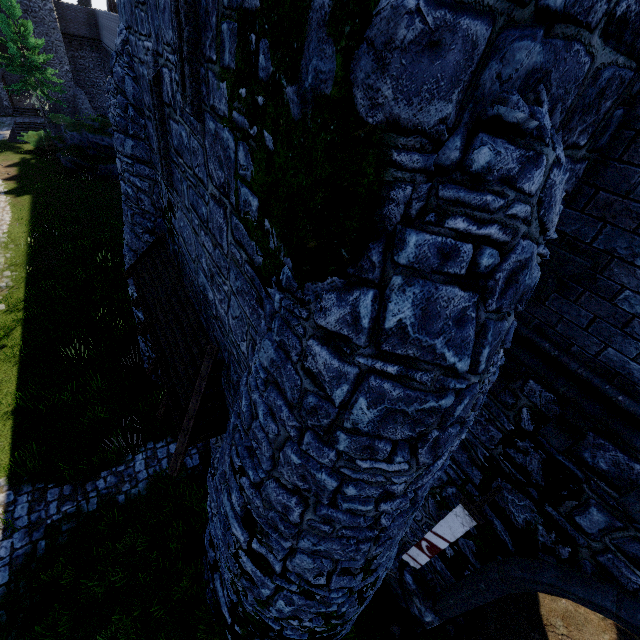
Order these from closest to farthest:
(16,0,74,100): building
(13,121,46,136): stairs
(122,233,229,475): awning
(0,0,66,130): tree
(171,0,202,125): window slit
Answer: (171,0,202,125): window slit
(122,233,229,475): awning
(0,0,66,130): tree
(16,0,74,100): building
(13,121,46,136): stairs

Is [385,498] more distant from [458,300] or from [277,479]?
[458,300]

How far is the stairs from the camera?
34.8 meters

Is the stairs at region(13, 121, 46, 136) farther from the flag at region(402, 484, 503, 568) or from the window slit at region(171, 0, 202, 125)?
the flag at region(402, 484, 503, 568)

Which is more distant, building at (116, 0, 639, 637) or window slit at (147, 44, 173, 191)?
window slit at (147, 44, 173, 191)

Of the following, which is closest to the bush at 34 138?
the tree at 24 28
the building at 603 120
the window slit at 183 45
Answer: the tree at 24 28

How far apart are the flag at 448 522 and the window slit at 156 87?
7.4m

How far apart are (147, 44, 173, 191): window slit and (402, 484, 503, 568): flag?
7.4 meters
